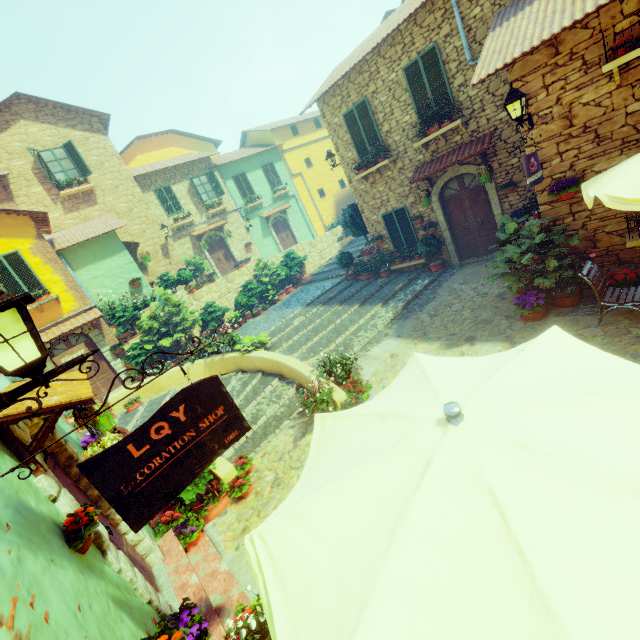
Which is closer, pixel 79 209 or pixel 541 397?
pixel 541 397

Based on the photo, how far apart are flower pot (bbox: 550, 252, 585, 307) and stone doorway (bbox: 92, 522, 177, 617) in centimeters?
755cm

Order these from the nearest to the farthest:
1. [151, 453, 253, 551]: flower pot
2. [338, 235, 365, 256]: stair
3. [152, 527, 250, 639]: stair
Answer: [152, 527, 250, 639]: stair < [151, 453, 253, 551]: flower pot < [338, 235, 365, 256]: stair

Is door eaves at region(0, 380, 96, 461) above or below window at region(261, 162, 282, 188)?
below

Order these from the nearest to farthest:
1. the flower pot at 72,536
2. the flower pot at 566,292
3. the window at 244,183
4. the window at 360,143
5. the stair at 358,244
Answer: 1. the flower pot at 72,536
2. the flower pot at 566,292
3. the window at 360,143
4. the stair at 358,244
5. the window at 244,183

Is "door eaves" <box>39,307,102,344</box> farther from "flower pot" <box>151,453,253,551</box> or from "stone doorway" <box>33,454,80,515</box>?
"stone doorway" <box>33,454,80,515</box>

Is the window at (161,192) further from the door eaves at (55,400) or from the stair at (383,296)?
the door eaves at (55,400)

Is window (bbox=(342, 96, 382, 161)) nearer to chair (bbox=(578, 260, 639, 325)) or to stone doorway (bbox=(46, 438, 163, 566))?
chair (bbox=(578, 260, 639, 325))
